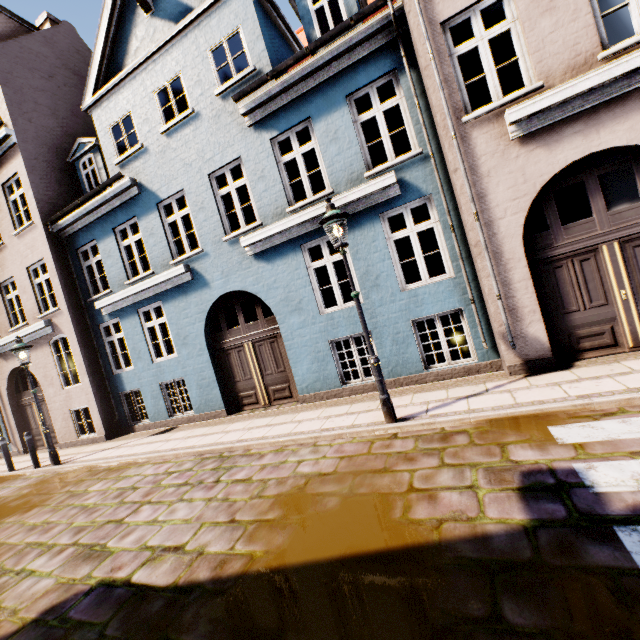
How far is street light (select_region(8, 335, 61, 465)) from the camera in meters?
9.1 m

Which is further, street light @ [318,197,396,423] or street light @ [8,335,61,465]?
street light @ [8,335,61,465]

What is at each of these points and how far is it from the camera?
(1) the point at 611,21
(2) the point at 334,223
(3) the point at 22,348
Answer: (1) building, 9.6m
(2) street light, 5.3m
(3) street light, 9.1m

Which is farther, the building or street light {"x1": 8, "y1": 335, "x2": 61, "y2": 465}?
street light {"x1": 8, "y1": 335, "x2": 61, "y2": 465}

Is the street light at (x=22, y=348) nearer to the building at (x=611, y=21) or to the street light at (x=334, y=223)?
the building at (x=611, y=21)

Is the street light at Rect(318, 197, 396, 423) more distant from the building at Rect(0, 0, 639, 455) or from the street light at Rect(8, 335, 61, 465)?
the street light at Rect(8, 335, 61, 465)

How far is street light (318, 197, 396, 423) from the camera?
5.2 meters

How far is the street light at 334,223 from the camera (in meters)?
5.19
